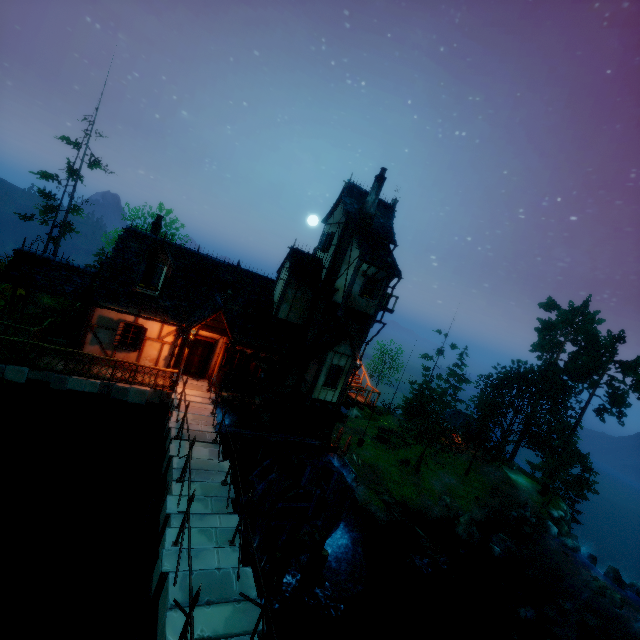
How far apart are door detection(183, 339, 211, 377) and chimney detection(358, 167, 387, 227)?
10.9 meters

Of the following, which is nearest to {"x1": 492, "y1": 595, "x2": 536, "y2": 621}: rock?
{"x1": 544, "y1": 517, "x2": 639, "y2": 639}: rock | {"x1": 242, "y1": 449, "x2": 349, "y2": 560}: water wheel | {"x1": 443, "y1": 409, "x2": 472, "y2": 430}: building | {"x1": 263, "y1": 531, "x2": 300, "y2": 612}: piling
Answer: {"x1": 544, "y1": 517, "x2": 639, "y2": 639}: rock

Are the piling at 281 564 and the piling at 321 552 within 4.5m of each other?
yes

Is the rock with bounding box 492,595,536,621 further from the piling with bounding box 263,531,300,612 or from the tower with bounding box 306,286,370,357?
the piling with bounding box 263,531,300,612

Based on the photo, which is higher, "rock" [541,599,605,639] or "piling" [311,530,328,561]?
"piling" [311,530,328,561]

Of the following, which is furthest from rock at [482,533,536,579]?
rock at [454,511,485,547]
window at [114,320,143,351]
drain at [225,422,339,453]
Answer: window at [114,320,143,351]

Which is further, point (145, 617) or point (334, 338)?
point (334, 338)

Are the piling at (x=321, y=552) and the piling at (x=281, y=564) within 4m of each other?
yes
